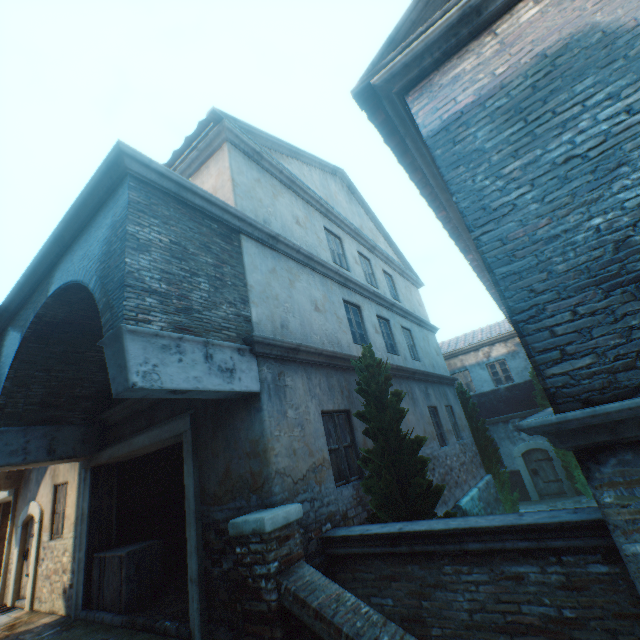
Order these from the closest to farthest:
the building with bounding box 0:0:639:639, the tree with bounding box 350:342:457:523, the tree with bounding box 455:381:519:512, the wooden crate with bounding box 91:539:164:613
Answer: the building with bounding box 0:0:639:639, the tree with bounding box 350:342:457:523, the wooden crate with bounding box 91:539:164:613, the tree with bounding box 455:381:519:512

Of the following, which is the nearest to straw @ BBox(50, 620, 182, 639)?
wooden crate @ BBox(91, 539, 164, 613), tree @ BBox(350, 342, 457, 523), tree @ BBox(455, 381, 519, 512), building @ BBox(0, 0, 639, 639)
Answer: wooden crate @ BBox(91, 539, 164, 613)

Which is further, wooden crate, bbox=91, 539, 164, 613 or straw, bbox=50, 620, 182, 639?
wooden crate, bbox=91, 539, 164, 613

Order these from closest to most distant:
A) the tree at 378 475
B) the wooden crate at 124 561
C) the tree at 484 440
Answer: the tree at 378 475 → the wooden crate at 124 561 → the tree at 484 440

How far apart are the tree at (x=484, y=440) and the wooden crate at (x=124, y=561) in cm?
1214

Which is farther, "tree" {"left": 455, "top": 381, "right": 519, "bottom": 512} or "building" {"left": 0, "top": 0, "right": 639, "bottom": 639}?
"tree" {"left": 455, "top": 381, "right": 519, "bottom": 512}

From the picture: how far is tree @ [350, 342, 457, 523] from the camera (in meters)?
4.99

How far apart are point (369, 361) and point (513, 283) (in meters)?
3.42
